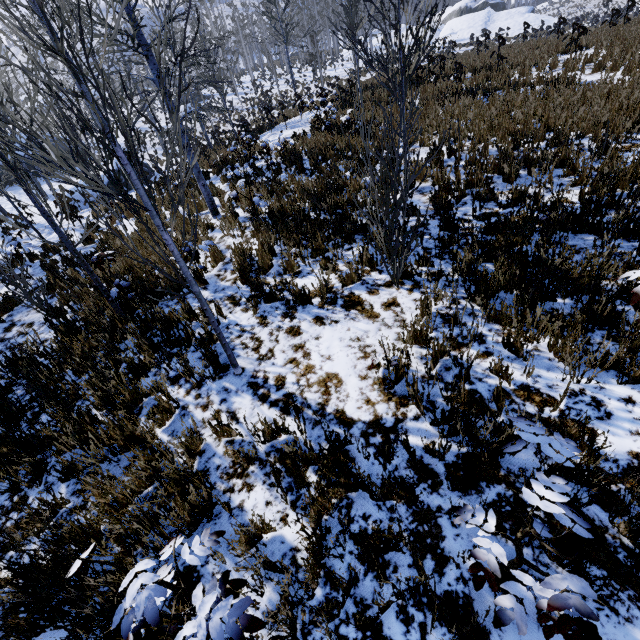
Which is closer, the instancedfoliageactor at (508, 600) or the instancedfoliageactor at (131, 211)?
the instancedfoliageactor at (508, 600)

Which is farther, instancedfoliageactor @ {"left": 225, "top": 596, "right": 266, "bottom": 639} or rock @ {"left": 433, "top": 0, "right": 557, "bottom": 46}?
rock @ {"left": 433, "top": 0, "right": 557, "bottom": 46}

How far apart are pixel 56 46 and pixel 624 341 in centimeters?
434cm

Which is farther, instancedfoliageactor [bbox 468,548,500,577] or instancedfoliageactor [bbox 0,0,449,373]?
instancedfoliageactor [bbox 0,0,449,373]

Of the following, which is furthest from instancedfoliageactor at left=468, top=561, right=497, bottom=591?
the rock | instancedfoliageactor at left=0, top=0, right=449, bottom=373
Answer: the rock

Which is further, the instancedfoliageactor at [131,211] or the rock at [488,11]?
the rock at [488,11]

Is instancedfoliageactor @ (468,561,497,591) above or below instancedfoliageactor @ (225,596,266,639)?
below

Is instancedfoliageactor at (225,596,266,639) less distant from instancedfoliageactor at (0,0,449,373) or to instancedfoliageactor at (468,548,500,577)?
instancedfoliageactor at (468,548,500,577)
